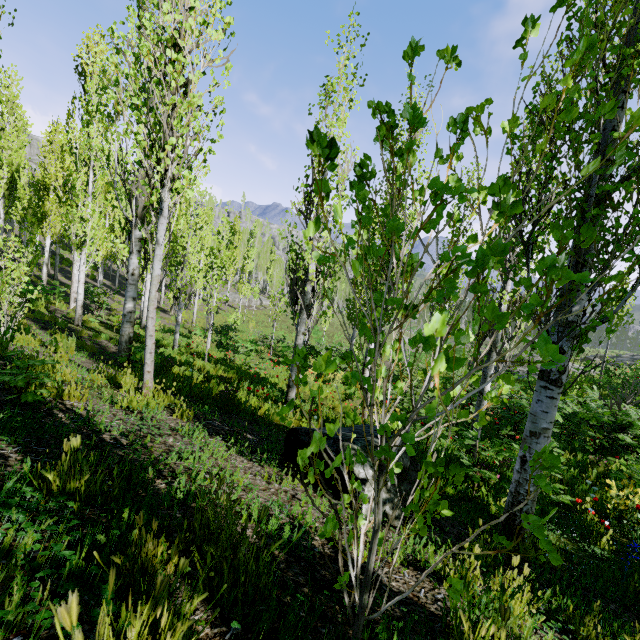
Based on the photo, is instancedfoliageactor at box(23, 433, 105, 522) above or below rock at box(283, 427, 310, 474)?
above

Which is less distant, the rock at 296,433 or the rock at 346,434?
the rock at 346,434

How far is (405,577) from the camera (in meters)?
2.19

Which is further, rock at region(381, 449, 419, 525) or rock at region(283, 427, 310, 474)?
rock at region(283, 427, 310, 474)

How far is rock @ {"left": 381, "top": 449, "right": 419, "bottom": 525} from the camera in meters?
3.2 m

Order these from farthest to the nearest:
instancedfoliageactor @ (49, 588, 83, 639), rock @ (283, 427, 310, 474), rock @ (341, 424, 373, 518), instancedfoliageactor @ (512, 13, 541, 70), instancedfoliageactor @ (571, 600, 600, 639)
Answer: rock @ (283, 427, 310, 474) → rock @ (341, 424, 373, 518) → instancedfoliageactor @ (571, 600, 600, 639) → instancedfoliageactor @ (512, 13, 541, 70) → instancedfoliageactor @ (49, 588, 83, 639)

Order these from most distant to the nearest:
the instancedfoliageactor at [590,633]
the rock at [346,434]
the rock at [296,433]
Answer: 1. the rock at [296,433]
2. the rock at [346,434]
3. the instancedfoliageactor at [590,633]
